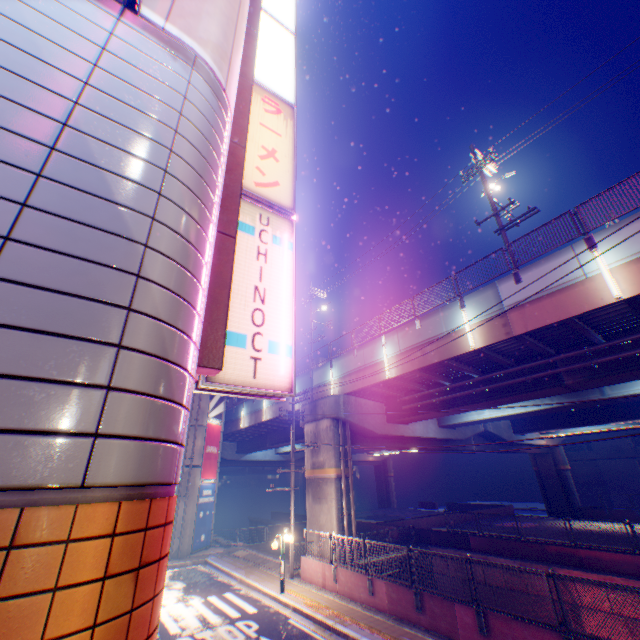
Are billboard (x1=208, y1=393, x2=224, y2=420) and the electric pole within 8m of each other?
no

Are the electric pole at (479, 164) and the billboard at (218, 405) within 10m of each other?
no

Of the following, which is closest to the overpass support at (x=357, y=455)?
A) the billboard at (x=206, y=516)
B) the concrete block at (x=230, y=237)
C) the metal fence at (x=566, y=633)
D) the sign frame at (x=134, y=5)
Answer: the metal fence at (x=566, y=633)

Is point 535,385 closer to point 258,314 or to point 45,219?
point 258,314

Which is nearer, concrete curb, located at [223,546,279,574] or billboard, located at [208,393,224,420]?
concrete curb, located at [223,546,279,574]

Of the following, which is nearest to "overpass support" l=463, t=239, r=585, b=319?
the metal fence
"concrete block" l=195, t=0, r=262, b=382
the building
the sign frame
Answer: the metal fence

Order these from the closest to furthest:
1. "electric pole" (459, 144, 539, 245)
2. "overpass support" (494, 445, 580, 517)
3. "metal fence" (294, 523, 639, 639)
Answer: "metal fence" (294, 523, 639, 639) → "electric pole" (459, 144, 539, 245) → "overpass support" (494, 445, 580, 517)

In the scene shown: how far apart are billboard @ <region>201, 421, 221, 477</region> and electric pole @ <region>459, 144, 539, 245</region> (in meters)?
24.95
